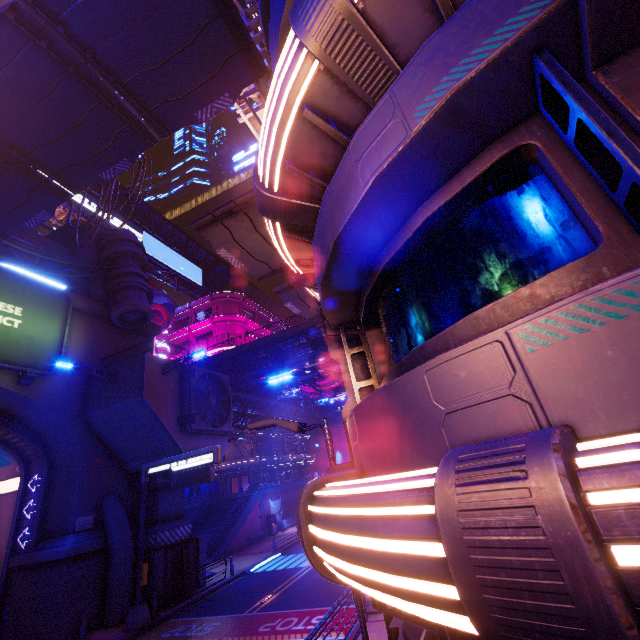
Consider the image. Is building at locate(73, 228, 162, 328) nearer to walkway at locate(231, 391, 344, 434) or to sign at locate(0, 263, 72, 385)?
sign at locate(0, 263, 72, 385)

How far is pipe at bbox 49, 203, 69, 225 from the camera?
38.8 meters

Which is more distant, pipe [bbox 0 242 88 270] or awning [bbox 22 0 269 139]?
pipe [bbox 0 242 88 270]

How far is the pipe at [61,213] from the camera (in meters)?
38.78

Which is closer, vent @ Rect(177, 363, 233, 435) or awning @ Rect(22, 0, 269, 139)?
awning @ Rect(22, 0, 269, 139)

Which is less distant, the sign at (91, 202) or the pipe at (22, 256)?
the pipe at (22, 256)

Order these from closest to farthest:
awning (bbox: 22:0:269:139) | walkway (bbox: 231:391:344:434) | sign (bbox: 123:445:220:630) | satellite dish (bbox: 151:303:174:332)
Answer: awning (bbox: 22:0:269:139)
sign (bbox: 123:445:220:630)
walkway (bbox: 231:391:344:434)
satellite dish (bbox: 151:303:174:332)

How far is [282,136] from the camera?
4.11m
